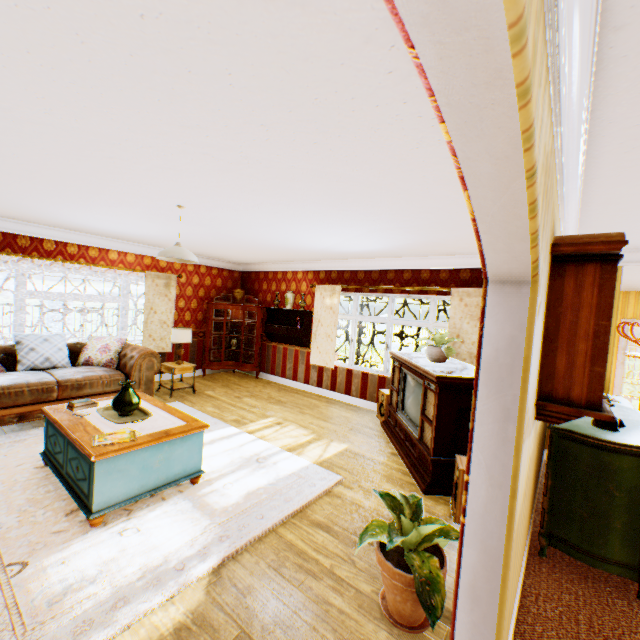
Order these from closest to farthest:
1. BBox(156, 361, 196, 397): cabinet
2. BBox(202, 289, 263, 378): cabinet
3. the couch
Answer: the couch
BBox(156, 361, 196, 397): cabinet
BBox(202, 289, 263, 378): cabinet

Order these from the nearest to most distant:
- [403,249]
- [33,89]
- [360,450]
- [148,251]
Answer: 1. [33,89]
2. [360,450]
3. [403,249]
4. [148,251]

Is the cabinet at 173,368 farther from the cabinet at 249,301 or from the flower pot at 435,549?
the flower pot at 435,549

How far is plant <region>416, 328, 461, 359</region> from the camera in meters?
4.6

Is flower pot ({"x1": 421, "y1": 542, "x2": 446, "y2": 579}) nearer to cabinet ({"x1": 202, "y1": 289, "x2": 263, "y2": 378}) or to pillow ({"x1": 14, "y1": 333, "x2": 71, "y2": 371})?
pillow ({"x1": 14, "y1": 333, "x2": 71, "y2": 371})

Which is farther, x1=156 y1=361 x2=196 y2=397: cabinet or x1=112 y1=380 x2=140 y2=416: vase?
x1=156 y1=361 x2=196 y2=397: cabinet

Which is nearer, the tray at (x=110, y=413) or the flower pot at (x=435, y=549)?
the flower pot at (x=435, y=549)

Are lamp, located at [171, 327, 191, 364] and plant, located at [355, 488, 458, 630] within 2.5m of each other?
no
